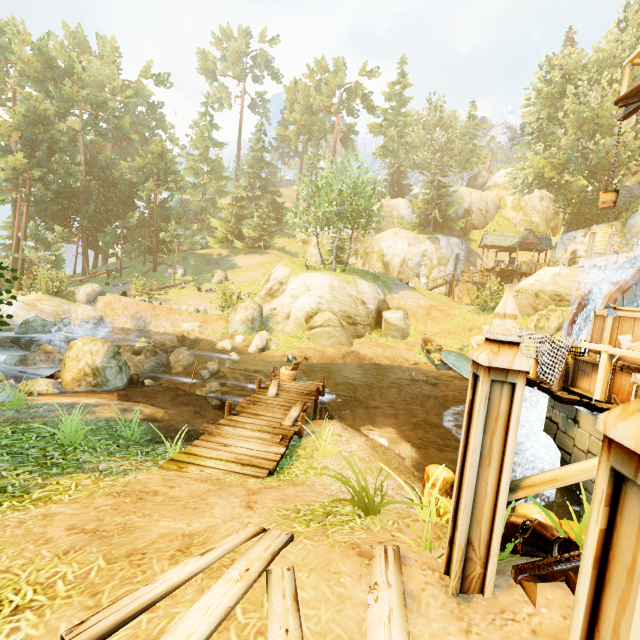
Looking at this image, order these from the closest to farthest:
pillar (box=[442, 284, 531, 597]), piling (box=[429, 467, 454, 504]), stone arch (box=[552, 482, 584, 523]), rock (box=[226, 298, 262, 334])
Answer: pillar (box=[442, 284, 531, 597]) → stone arch (box=[552, 482, 584, 523]) → piling (box=[429, 467, 454, 504]) → rock (box=[226, 298, 262, 334])

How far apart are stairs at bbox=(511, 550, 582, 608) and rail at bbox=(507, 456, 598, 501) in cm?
2

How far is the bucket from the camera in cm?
857

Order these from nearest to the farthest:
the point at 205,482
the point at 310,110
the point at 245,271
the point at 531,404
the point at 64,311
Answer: the point at 205,482, the point at 531,404, the point at 64,311, the point at 245,271, the point at 310,110

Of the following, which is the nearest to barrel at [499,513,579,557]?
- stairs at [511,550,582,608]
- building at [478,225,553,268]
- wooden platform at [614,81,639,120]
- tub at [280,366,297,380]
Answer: stairs at [511,550,582,608]

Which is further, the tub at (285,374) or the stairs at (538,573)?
the tub at (285,374)

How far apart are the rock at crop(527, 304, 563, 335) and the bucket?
13.1 meters

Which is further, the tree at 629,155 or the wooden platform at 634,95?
the tree at 629,155
